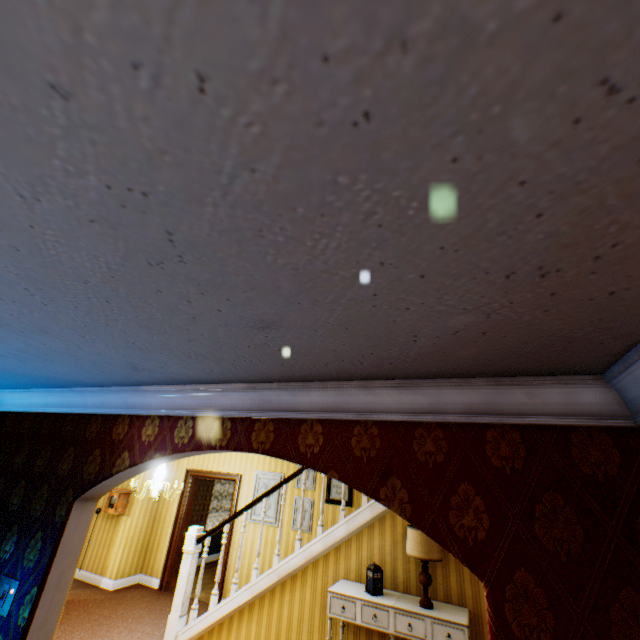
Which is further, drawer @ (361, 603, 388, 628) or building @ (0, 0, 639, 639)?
drawer @ (361, 603, 388, 628)

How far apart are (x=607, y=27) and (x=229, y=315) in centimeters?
113cm

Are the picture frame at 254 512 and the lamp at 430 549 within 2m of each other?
no

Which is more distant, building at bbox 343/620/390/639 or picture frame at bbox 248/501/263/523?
picture frame at bbox 248/501/263/523

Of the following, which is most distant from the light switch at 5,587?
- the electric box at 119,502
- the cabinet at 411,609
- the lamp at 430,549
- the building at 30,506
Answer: the electric box at 119,502

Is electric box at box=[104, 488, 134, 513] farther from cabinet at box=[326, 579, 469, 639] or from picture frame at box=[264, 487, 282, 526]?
cabinet at box=[326, 579, 469, 639]

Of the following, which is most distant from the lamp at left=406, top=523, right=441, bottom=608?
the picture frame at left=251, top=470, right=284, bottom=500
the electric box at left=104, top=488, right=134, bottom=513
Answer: the electric box at left=104, top=488, right=134, bottom=513

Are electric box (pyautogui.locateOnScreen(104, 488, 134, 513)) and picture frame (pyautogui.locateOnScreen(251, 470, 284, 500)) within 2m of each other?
no
